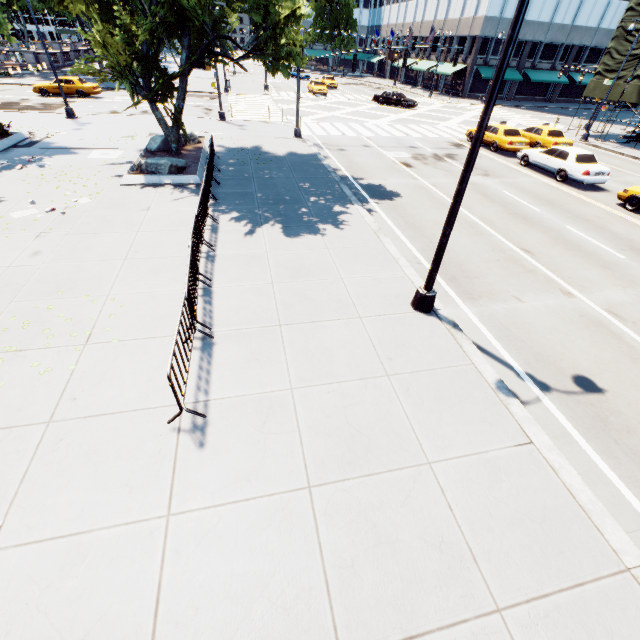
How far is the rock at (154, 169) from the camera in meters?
13.6 m

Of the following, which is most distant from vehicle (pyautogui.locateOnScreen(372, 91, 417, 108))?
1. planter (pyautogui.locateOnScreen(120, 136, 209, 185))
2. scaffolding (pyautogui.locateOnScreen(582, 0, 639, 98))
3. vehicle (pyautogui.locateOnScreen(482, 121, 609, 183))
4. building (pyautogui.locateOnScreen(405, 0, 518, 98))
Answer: planter (pyautogui.locateOnScreen(120, 136, 209, 185))

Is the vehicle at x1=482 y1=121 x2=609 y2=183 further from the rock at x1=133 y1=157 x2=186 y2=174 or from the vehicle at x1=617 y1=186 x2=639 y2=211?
the rock at x1=133 y1=157 x2=186 y2=174

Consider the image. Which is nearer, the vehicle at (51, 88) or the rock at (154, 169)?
the rock at (154, 169)

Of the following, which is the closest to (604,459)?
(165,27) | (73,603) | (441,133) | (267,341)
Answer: (267,341)

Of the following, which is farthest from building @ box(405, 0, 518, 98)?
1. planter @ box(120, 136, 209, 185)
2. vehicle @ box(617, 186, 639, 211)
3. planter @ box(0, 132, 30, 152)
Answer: planter @ box(0, 132, 30, 152)

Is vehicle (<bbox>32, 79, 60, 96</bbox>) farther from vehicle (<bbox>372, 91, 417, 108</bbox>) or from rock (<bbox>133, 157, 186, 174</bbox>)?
vehicle (<bbox>372, 91, 417, 108</bbox>)

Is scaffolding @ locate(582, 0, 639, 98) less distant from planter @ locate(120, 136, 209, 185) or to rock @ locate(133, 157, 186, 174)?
planter @ locate(120, 136, 209, 185)
